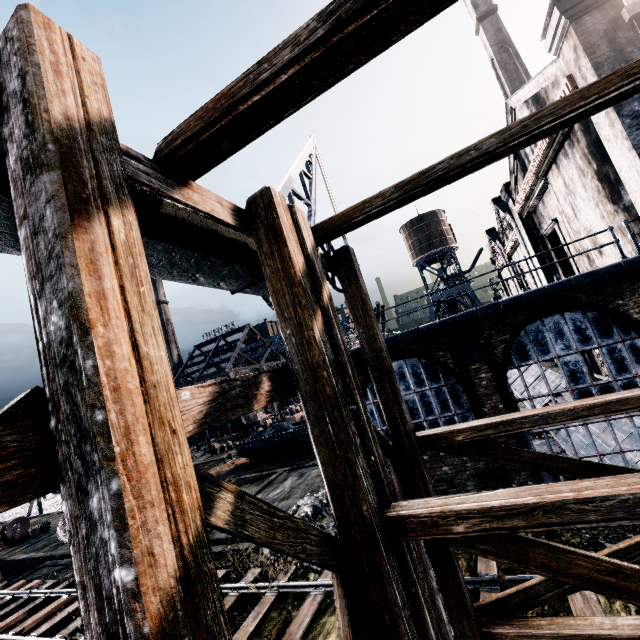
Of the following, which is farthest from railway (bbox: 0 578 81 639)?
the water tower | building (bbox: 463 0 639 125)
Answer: the water tower

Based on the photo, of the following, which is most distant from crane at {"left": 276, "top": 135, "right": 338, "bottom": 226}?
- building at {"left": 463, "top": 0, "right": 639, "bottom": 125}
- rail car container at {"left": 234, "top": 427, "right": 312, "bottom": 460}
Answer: rail car container at {"left": 234, "top": 427, "right": 312, "bottom": 460}

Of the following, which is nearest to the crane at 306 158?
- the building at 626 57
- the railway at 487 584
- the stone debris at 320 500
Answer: the building at 626 57

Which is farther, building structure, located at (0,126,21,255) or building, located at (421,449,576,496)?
building, located at (421,449,576,496)

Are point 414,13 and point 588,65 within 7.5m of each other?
no

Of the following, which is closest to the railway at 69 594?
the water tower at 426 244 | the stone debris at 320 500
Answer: the stone debris at 320 500

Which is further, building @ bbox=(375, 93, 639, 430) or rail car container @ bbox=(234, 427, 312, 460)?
rail car container @ bbox=(234, 427, 312, 460)

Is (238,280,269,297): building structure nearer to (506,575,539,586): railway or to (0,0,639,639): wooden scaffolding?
(0,0,639,639): wooden scaffolding
